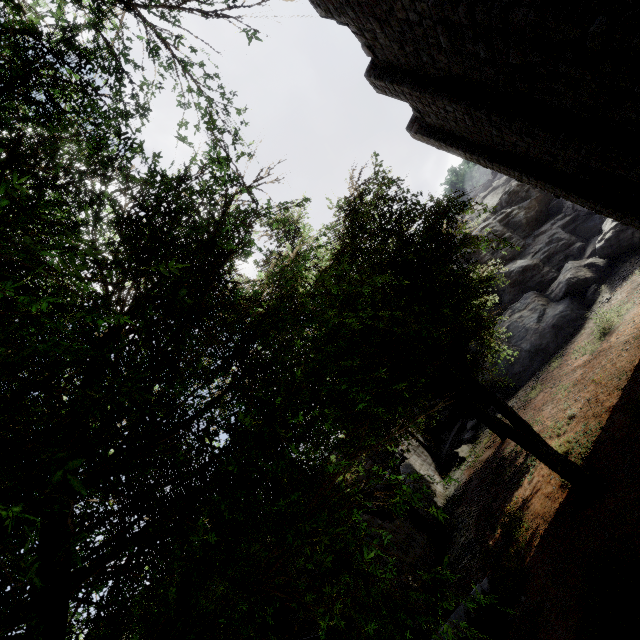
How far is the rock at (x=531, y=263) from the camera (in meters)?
22.31

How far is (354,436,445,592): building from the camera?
11.33m

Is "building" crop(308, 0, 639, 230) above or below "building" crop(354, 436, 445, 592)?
above

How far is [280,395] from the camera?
3.2m

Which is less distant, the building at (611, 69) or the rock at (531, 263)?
the building at (611, 69)

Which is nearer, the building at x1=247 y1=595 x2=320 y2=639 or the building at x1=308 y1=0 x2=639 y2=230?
the building at x1=308 y1=0 x2=639 y2=230

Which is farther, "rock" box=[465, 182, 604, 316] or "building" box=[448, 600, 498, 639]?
"rock" box=[465, 182, 604, 316]

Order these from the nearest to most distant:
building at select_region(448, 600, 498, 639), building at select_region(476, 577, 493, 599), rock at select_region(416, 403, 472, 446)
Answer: building at select_region(448, 600, 498, 639)
building at select_region(476, 577, 493, 599)
rock at select_region(416, 403, 472, 446)
